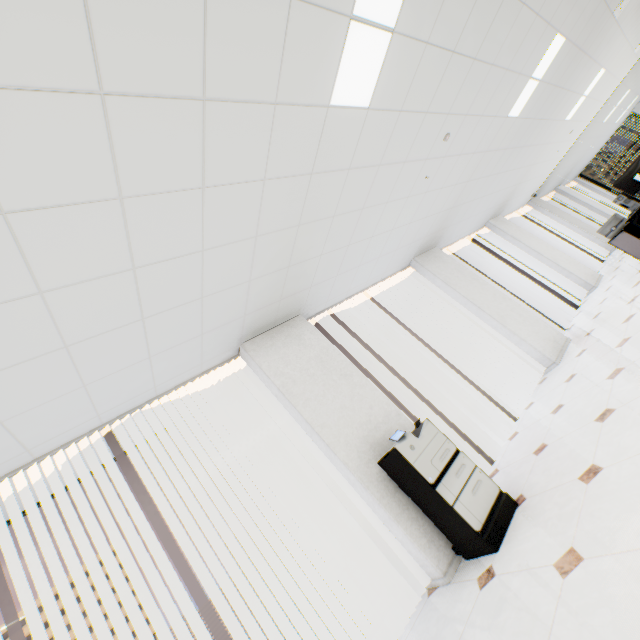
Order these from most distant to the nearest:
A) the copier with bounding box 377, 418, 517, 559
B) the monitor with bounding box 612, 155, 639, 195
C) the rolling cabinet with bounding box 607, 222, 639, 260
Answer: the rolling cabinet with bounding box 607, 222, 639, 260
the monitor with bounding box 612, 155, 639, 195
the copier with bounding box 377, 418, 517, 559

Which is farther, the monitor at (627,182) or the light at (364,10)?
the monitor at (627,182)

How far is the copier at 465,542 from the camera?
2.61m

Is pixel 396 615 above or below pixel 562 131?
below

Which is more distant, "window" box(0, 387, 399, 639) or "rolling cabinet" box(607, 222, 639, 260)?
"rolling cabinet" box(607, 222, 639, 260)

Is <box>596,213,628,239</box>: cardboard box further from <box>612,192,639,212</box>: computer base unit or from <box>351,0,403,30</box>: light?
<box>351,0,403,30</box>: light

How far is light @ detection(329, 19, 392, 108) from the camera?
2.14m

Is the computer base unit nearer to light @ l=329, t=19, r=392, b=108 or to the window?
light @ l=329, t=19, r=392, b=108
